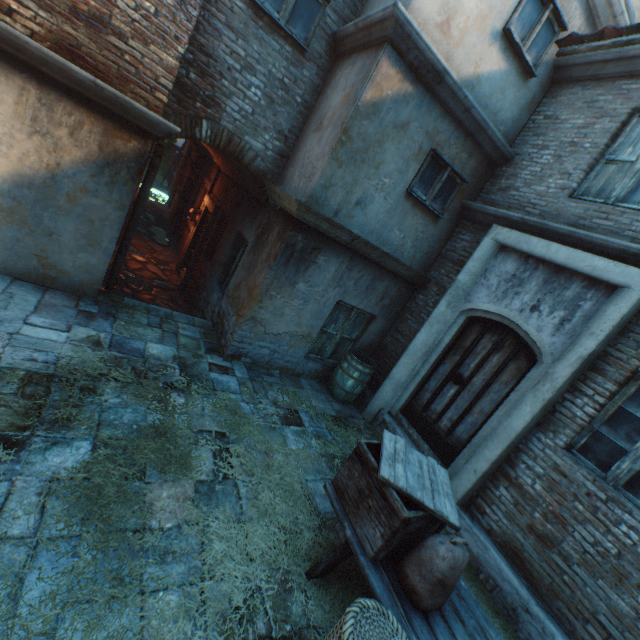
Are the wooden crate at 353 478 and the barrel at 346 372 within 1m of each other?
no

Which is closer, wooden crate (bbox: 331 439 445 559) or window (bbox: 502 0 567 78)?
wooden crate (bbox: 331 439 445 559)

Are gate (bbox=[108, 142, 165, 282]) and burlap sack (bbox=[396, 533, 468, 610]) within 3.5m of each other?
no

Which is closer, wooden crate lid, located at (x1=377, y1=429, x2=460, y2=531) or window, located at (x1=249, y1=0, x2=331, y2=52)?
wooden crate lid, located at (x1=377, y1=429, x2=460, y2=531)

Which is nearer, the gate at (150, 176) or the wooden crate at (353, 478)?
the wooden crate at (353, 478)

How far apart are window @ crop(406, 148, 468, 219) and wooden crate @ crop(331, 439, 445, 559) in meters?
3.9

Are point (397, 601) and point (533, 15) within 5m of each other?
no

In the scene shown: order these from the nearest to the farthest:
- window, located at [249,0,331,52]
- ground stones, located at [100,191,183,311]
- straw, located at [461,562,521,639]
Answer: straw, located at [461,562,521,639] < window, located at [249,0,331,52] < ground stones, located at [100,191,183,311]
